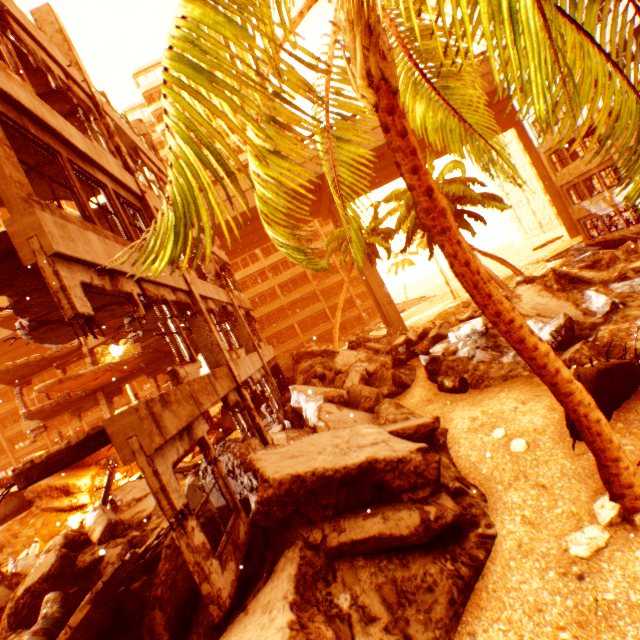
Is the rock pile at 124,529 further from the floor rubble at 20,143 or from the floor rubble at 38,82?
the floor rubble at 38,82

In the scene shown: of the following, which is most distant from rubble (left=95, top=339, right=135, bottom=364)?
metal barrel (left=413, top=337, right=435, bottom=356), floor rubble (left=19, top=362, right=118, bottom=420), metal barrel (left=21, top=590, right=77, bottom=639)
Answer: floor rubble (left=19, top=362, right=118, bottom=420)

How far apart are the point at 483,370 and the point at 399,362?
4.3 meters

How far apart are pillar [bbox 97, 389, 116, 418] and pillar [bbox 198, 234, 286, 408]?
10.66m

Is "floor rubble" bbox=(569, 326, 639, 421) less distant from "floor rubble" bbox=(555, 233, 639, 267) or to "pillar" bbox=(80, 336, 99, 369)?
"floor rubble" bbox=(555, 233, 639, 267)

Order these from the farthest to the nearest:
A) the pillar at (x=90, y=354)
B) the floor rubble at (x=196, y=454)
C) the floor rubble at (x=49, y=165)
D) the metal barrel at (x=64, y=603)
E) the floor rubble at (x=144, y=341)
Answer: the pillar at (x=90, y=354) → the floor rubble at (x=196, y=454) → the floor rubble at (x=144, y=341) → the floor rubble at (x=49, y=165) → the metal barrel at (x=64, y=603)

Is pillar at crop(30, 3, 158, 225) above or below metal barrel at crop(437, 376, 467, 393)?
above

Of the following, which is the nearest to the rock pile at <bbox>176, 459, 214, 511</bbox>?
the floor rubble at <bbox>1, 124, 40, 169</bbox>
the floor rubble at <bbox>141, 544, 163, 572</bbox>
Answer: the floor rubble at <bbox>141, 544, 163, 572</bbox>
